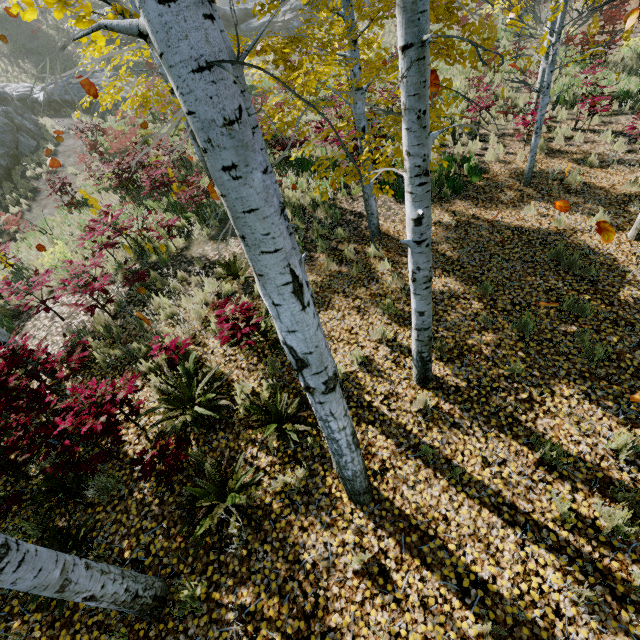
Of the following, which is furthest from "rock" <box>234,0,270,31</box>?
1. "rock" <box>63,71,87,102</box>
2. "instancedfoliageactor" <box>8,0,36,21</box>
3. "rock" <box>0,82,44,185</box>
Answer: "instancedfoliageactor" <box>8,0,36,21</box>

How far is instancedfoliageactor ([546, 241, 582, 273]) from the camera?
5.8m

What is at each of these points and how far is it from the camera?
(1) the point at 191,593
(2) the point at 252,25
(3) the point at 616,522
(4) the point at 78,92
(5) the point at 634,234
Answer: (1) instancedfoliageactor, 3.3m
(2) rock, 33.4m
(3) instancedfoliageactor, 3.2m
(4) rock, 24.6m
(5) instancedfoliageactor, 6.2m

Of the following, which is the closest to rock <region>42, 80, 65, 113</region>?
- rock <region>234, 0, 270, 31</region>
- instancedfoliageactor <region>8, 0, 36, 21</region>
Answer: rock <region>234, 0, 270, 31</region>

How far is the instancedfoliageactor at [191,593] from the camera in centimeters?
319cm

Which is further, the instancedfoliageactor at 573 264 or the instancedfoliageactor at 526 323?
the instancedfoliageactor at 573 264

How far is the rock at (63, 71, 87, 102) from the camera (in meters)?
24.34
